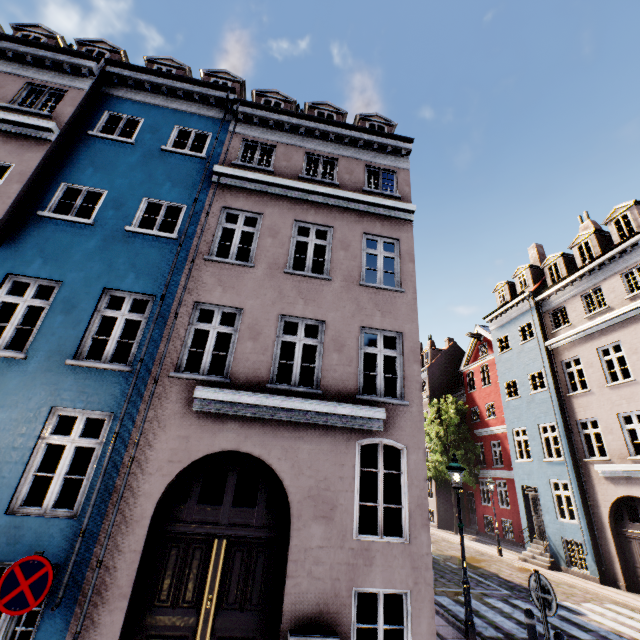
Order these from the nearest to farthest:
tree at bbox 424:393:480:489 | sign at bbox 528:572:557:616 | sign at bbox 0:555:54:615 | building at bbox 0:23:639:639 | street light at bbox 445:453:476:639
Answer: sign at bbox 0:555:54:615
sign at bbox 528:572:557:616
building at bbox 0:23:639:639
street light at bbox 445:453:476:639
tree at bbox 424:393:480:489

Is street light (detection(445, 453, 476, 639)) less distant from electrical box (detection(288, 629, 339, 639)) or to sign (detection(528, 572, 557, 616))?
sign (detection(528, 572, 557, 616))

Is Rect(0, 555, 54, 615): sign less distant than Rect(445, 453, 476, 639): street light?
Yes

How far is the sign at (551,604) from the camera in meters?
4.9

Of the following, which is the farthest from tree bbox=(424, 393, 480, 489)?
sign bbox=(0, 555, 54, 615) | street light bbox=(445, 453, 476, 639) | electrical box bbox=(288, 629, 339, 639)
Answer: street light bbox=(445, 453, 476, 639)

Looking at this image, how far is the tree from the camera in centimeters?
2452cm

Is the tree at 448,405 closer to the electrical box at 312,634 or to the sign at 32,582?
the sign at 32,582

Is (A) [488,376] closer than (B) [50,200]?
No
